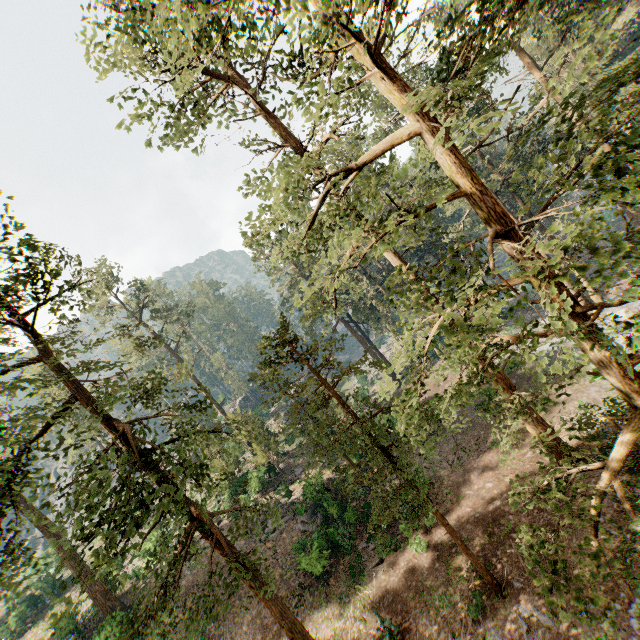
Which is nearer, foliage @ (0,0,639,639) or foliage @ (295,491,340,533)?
foliage @ (0,0,639,639)

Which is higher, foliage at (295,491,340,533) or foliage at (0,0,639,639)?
foliage at (0,0,639,639)

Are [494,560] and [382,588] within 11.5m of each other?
yes

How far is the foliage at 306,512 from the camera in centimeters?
2542cm

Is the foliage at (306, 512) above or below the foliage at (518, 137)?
below

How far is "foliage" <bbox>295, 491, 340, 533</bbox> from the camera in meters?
25.4
